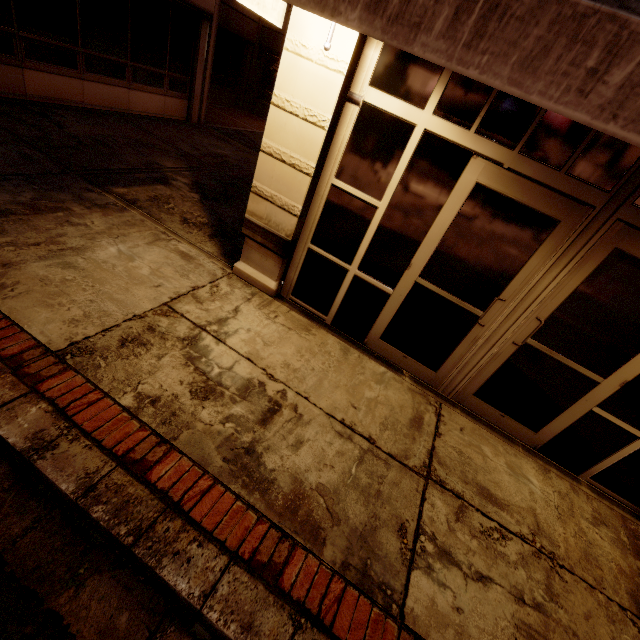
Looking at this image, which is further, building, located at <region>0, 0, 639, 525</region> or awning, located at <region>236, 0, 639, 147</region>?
building, located at <region>0, 0, 639, 525</region>

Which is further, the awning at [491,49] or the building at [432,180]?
the building at [432,180]

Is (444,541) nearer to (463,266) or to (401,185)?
(463,266)
